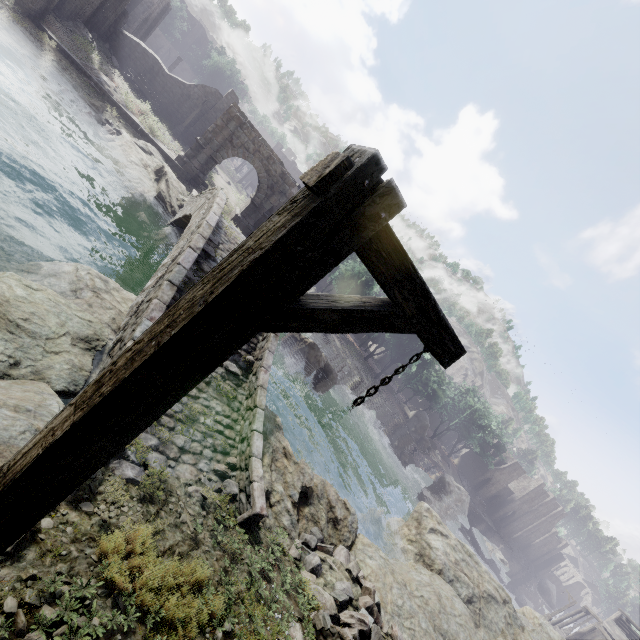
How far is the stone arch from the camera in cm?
2342

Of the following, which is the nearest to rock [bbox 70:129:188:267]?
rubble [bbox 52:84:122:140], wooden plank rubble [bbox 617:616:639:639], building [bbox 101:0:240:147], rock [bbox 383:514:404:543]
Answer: rubble [bbox 52:84:122:140]

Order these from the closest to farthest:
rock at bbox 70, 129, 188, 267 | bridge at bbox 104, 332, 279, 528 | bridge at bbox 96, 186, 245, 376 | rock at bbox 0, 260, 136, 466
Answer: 1. rock at bbox 0, 260, 136, 466
2. bridge at bbox 104, 332, 279, 528
3. bridge at bbox 96, 186, 245, 376
4. rock at bbox 70, 129, 188, 267

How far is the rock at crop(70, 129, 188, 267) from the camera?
15.8 meters

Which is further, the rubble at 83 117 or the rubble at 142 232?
the rubble at 83 117

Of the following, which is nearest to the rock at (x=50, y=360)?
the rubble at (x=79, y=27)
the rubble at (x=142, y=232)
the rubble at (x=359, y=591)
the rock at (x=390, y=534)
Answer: the rubble at (x=359, y=591)

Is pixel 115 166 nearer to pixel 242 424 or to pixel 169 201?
pixel 169 201

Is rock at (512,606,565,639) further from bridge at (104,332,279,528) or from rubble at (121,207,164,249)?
rubble at (121,207,164,249)
